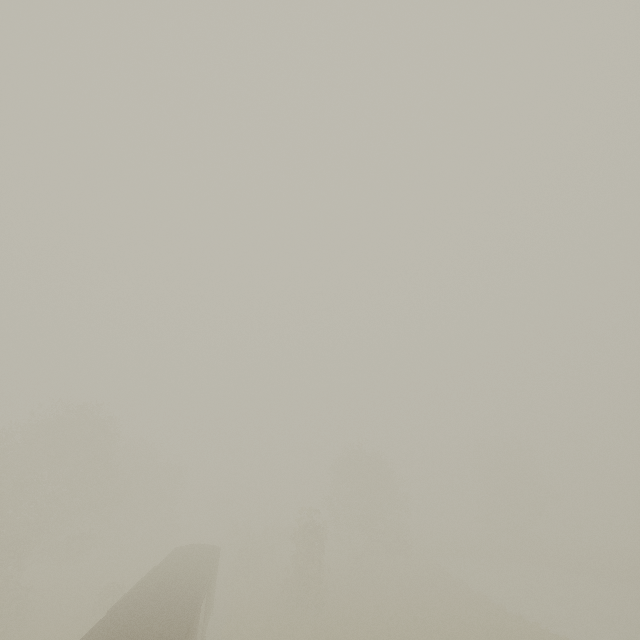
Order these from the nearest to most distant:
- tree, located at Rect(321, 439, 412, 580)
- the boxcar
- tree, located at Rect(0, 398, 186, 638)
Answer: the boxcar → tree, located at Rect(0, 398, 186, 638) → tree, located at Rect(321, 439, 412, 580)

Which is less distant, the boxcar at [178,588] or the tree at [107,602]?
the boxcar at [178,588]

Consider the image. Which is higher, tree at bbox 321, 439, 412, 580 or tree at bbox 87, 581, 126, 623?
tree at bbox 321, 439, 412, 580

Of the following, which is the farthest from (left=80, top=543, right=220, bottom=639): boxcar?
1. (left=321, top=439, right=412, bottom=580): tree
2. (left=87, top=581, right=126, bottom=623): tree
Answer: (left=321, top=439, right=412, bottom=580): tree

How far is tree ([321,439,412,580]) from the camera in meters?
38.4 m

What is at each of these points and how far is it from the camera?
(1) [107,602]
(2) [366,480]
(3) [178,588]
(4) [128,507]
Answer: (1) tree, 24.7 meters
(2) tree, 41.0 meters
(3) boxcar, 15.4 meters
(4) tree, 41.4 meters

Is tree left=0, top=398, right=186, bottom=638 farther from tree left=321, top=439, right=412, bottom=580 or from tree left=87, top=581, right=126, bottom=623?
tree left=321, top=439, right=412, bottom=580

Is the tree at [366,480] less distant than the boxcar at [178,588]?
No
